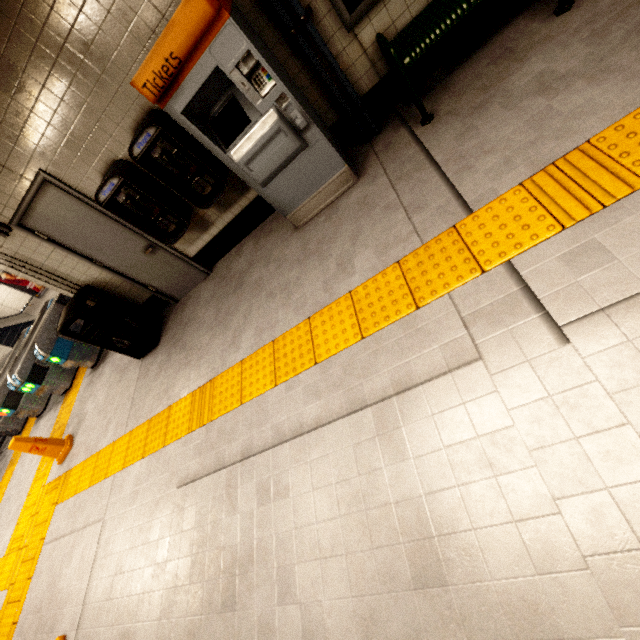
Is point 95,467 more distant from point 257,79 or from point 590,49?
point 590,49

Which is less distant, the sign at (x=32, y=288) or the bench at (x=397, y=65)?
the bench at (x=397, y=65)

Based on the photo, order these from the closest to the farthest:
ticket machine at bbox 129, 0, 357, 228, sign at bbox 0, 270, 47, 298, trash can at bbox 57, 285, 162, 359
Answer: ticket machine at bbox 129, 0, 357, 228, trash can at bbox 57, 285, 162, 359, sign at bbox 0, 270, 47, 298

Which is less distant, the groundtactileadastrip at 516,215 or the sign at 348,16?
the groundtactileadastrip at 516,215

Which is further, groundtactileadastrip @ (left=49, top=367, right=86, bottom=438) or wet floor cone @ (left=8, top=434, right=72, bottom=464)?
groundtactileadastrip @ (left=49, top=367, right=86, bottom=438)

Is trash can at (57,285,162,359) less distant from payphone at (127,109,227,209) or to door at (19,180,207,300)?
door at (19,180,207,300)

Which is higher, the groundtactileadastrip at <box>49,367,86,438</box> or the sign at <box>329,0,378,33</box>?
the sign at <box>329,0,378,33</box>

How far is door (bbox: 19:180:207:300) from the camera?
3.7m
